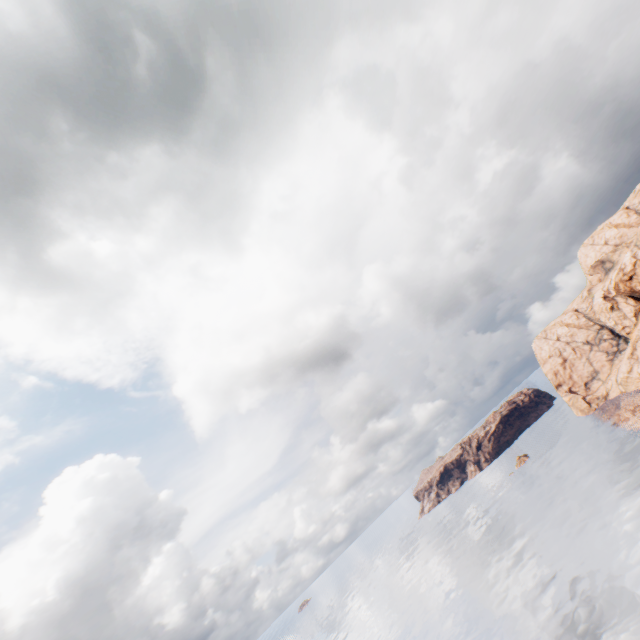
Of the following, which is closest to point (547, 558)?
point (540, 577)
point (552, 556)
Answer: point (552, 556)
